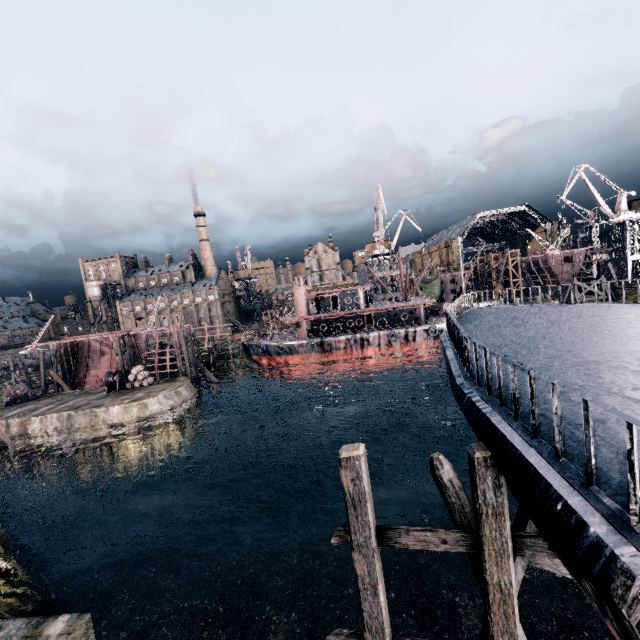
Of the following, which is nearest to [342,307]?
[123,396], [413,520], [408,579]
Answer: [123,396]

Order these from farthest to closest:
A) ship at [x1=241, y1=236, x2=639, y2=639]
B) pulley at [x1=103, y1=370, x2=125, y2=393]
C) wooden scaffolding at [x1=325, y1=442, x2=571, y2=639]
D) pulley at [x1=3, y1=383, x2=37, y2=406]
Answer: pulley at [x1=3, y1=383, x2=37, y2=406]
pulley at [x1=103, y1=370, x2=125, y2=393]
wooden scaffolding at [x1=325, y1=442, x2=571, y2=639]
ship at [x1=241, y1=236, x2=639, y2=639]

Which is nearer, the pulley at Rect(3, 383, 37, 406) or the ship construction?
the pulley at Rect(3, 383, 37, 406)

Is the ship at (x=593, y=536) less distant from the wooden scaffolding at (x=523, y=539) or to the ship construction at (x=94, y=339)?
the wooden scaffolding at (x=523, y=539)

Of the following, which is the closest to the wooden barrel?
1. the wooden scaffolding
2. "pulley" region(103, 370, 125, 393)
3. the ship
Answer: "pulley" region(103, 370, 125, 393)

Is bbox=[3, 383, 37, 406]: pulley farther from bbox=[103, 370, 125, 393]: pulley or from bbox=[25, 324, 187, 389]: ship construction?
bbox=[103, 370, 125, 393]: pulley

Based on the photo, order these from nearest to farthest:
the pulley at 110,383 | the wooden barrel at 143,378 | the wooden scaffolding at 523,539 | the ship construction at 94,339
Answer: the wooden scaffolding at 523,539
the pulley at 110,383
the wooden barrel at 143,378
the ship construction at 94,339

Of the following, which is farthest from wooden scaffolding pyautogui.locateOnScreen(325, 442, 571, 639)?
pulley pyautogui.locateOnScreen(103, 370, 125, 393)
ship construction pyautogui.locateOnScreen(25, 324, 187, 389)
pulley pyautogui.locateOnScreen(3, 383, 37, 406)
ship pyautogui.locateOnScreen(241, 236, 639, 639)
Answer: pulley pyautogui.locateOnScreen(3, 383, 37, 406)
